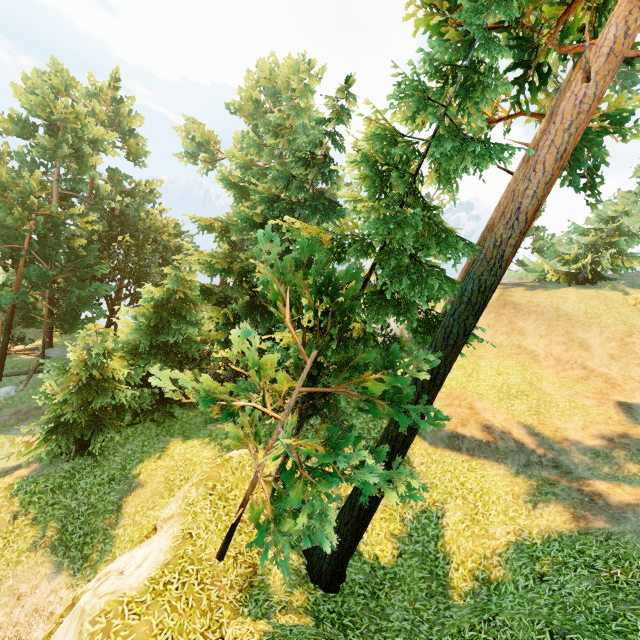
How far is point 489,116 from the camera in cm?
1266
